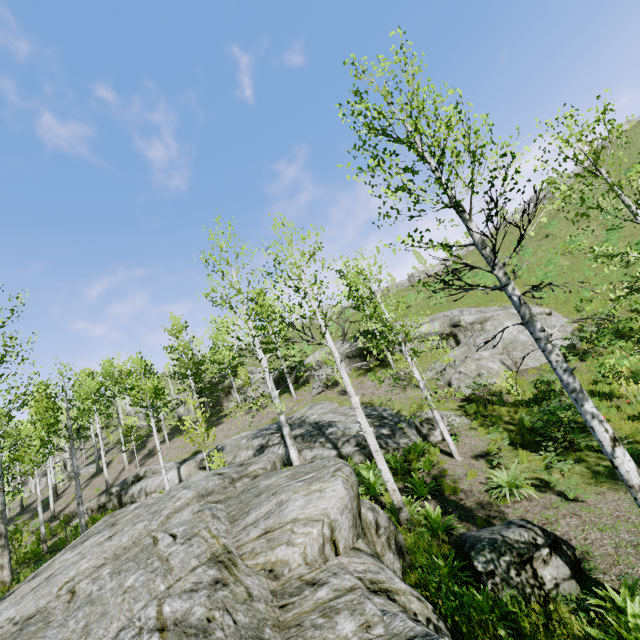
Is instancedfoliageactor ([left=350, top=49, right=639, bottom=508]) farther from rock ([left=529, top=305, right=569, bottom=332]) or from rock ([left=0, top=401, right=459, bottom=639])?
rock ([left=529, top=305, right=569, bottom=332])

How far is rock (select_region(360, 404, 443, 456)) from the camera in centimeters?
1302cm

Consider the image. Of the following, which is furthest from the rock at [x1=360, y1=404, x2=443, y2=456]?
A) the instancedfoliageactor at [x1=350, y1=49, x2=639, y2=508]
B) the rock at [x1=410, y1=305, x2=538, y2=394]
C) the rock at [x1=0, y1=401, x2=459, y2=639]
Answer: the rock at [x1=0, y1=401, x2=459, y2=639]

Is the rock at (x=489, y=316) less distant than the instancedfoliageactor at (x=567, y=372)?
No

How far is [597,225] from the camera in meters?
30.2

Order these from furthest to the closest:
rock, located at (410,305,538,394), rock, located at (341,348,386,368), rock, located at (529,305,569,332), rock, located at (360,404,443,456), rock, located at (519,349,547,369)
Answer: rock, located at (341,348,386,368) < rock, located at (529,305,569,332) < rock, located at (410,305,538,394) < rock, located at (519,349,547,369) < rock, located at (360,404,443,456)

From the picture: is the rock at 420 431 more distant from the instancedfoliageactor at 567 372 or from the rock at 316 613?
the rock at 316 613

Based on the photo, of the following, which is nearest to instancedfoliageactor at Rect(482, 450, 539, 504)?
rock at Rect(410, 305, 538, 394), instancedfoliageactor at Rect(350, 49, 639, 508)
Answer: instancedfoliageactor at Rect(350, 49, 639, 508)
